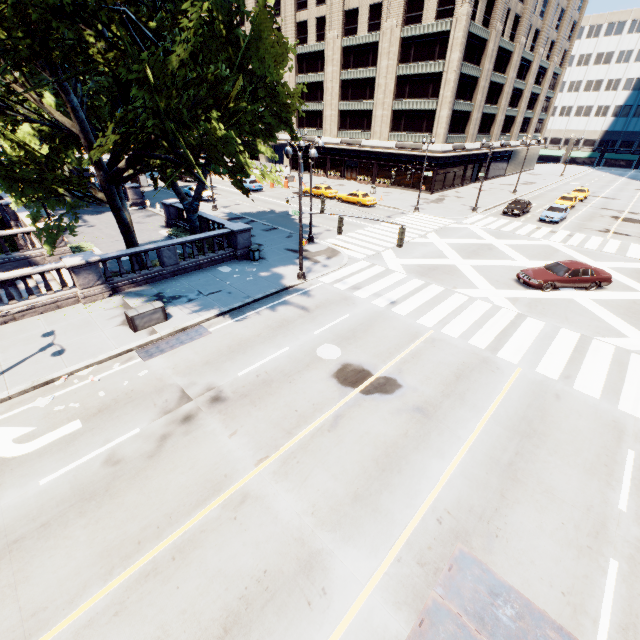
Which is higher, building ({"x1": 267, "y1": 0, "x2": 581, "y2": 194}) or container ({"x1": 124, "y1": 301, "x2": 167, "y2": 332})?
building ({"x1": 267, "y1": 0, "x2": 581, "y2": 194})

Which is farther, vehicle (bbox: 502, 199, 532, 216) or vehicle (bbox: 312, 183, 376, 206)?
vehicle (bbox: 312, 183, 376, 206)

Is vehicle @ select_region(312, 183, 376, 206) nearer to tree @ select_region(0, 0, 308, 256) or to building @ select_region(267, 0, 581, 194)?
building @ select_region(267, 0, 581, 194)

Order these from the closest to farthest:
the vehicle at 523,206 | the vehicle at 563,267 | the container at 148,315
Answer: the container at 148,315 < the vehicle at 563,267 < the vehicle at 523,206

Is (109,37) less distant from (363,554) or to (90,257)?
(90,257)

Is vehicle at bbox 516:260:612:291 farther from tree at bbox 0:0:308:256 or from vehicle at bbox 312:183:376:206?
vehicle at bbox 312:183:376:206

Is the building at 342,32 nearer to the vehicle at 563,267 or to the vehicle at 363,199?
the vehicle at 363,199

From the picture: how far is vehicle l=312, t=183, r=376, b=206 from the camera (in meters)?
37.38
